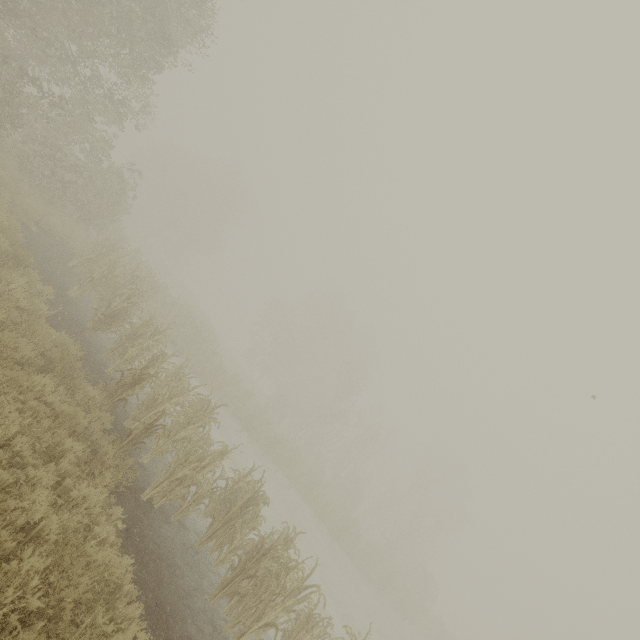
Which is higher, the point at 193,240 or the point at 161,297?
the point at 193,240
